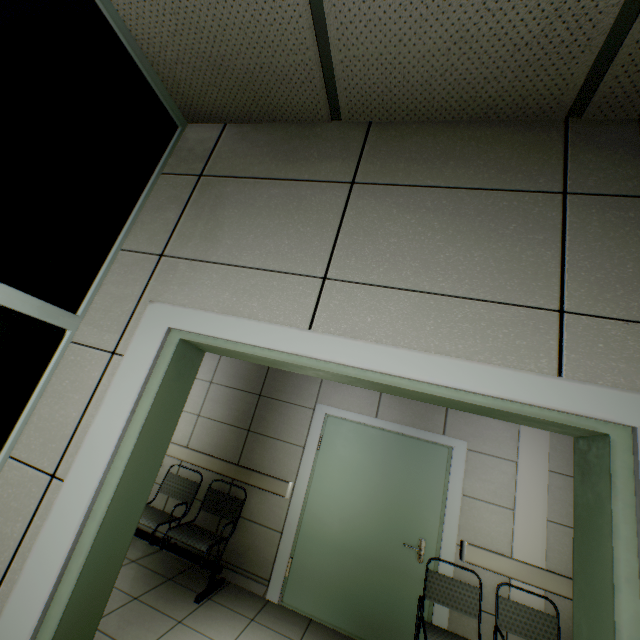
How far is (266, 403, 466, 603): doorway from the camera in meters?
3.5

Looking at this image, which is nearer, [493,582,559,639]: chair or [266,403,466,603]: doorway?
[493,582,559,639]: chair

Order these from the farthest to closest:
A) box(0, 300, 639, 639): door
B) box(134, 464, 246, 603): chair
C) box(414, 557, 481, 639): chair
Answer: box(134, 464, 246, 603): chair, box(414, 557, 481, 639): chair, box(0, 300, 639, 639): door

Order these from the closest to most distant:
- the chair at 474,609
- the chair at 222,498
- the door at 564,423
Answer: the door at 564,423
the chair at 474,609
the chair at 222,498

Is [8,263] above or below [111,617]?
above

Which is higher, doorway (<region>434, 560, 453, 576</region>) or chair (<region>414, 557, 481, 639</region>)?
doorway (<region>434, 560, 453, 576</region>)

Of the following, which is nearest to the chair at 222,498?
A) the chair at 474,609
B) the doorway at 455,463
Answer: the doorway at 455,463

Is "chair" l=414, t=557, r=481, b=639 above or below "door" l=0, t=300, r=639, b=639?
below
